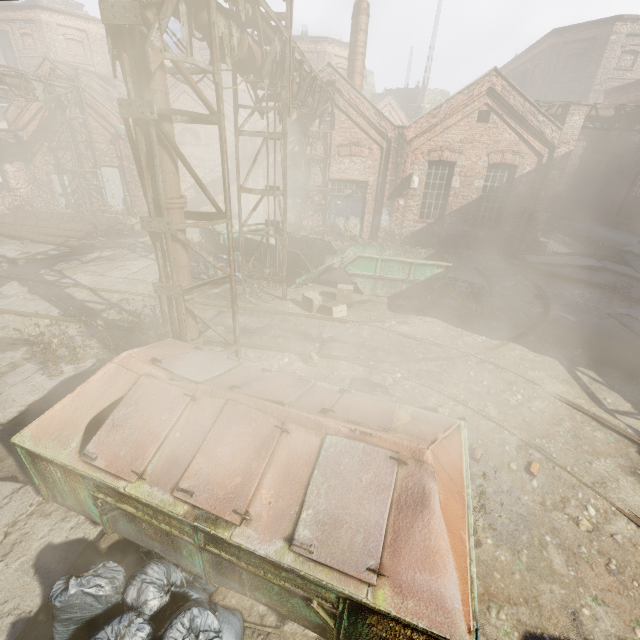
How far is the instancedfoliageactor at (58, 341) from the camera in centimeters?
591cm

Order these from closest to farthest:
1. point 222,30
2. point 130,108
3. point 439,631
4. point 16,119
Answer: point 439,631
point 130,108
point 222,30
point 16,119

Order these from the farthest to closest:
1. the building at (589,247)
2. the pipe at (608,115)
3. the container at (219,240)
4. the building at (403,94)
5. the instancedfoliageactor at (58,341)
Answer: the building at (403,94) → the building at (589,247) → the pipe at (608,115) → the container at (219,240) → the instancedfoliageactor at (58,341)

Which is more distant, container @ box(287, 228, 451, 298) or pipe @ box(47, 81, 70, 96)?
pipe @ box(47, 81, 70, 96)

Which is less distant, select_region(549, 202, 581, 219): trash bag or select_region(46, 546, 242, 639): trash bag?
select_region(46, 546, 242, 639): trash bag

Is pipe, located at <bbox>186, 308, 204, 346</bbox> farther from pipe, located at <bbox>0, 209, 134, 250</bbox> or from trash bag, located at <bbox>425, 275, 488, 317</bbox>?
trash bag, located at <bbox>425, 275, 488, 317</bbox>

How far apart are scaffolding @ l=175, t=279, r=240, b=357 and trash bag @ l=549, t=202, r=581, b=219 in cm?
2504

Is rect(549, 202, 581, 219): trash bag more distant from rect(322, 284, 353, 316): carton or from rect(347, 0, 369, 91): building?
rect(322, 284, 353, 316): carton
